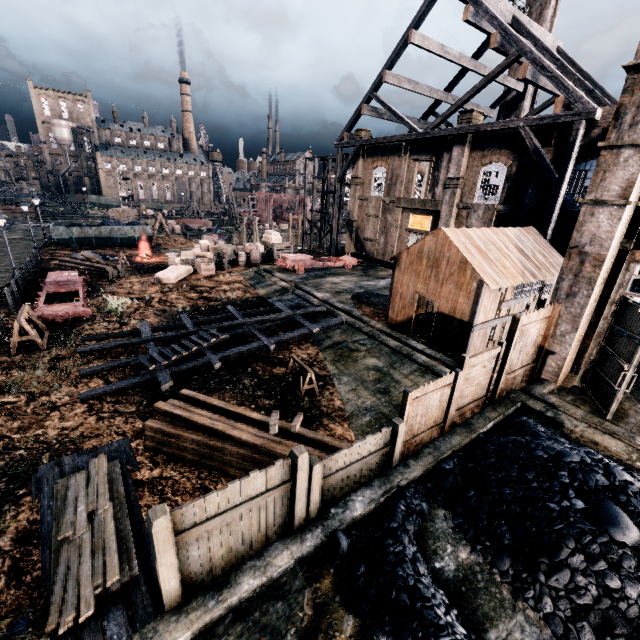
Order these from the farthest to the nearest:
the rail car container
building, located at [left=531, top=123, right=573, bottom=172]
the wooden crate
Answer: the rail car container < the wooden crate < building, located at [left=531, top=123, right=573, bottom=172]

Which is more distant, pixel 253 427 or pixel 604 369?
pixel 604 369

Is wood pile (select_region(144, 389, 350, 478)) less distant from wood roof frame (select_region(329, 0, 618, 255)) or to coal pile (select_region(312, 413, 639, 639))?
coal pile (select_region(312, 413, 639, 639))

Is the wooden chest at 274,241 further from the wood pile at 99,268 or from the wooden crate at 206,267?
the wood pile at 99,268

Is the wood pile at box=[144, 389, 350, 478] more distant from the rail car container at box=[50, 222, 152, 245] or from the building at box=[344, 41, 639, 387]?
the rail car container at box=[50, 222, 152, 245]

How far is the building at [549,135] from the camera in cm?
1970

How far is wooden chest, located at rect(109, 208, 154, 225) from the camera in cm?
5316

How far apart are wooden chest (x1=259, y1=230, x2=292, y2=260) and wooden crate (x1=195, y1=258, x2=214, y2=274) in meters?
7.9
